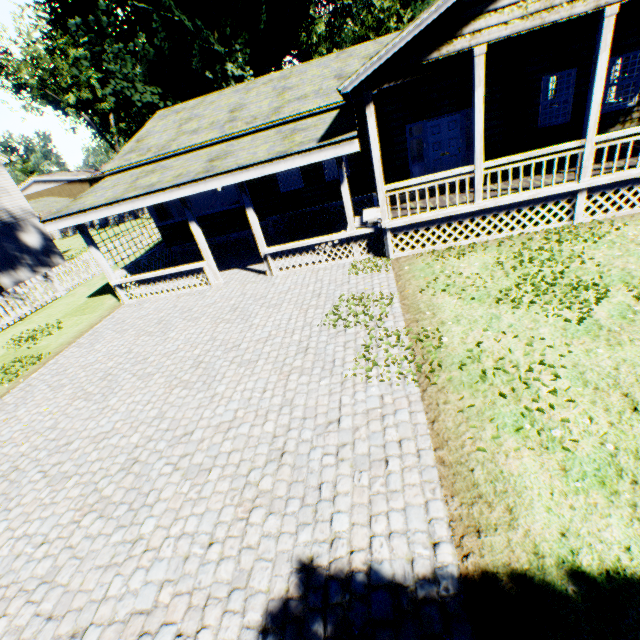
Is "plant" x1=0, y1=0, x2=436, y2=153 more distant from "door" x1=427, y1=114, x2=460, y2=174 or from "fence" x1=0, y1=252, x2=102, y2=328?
"door" x1=427, y1=114, x2=460, y2=174

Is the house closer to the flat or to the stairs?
the stairs

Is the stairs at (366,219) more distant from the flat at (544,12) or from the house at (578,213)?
the flat at (544,12)

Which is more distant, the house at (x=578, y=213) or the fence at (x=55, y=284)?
the fence at (x=55, y=284)

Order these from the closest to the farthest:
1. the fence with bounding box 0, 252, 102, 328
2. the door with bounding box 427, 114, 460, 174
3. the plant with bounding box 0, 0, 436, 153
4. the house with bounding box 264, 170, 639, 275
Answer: the house with bounding box 264, 170, 639, 275 → the door with bounding box 427, 114, 460, 174 → the fence with bounding box 0, 252, 102, 328 → the plant with bounding box 0, 0, 436, 153

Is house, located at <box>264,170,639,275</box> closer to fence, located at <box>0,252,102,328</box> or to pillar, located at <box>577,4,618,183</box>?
pillar, located at <box>577,4,618,183</box>

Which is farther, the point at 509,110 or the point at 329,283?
the point at 509,110

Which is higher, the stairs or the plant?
the plant
